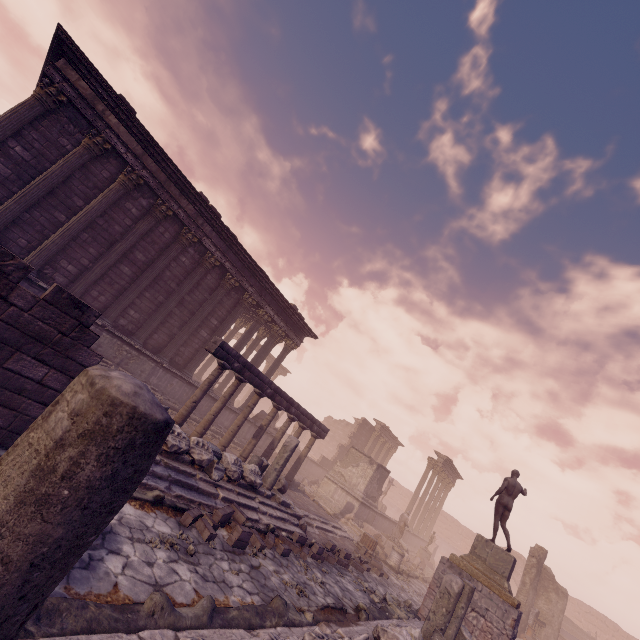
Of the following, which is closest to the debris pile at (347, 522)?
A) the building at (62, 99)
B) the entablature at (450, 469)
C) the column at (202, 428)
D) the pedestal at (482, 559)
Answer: the building at (62, 99)

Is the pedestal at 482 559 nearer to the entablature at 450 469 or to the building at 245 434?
the building at 245 434

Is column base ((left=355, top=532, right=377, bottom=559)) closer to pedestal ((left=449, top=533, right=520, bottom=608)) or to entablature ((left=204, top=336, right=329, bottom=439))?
pedestal ((left=449, top=533, right=520, bottom=608))

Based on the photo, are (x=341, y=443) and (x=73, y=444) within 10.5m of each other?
no

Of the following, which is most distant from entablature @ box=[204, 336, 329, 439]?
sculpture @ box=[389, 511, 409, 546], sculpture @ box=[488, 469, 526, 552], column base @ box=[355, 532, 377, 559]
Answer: sculpture @ box=[389, 511, 409, 546]

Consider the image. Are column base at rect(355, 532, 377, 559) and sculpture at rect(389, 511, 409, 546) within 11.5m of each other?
yes

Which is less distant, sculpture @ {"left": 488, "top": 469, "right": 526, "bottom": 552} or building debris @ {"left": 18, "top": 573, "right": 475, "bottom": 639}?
building debris @ {"left": 18, "top": 573, "right": 475, "bottom": 639}

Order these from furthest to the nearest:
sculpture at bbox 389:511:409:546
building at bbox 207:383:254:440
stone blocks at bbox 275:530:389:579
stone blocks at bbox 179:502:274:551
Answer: sculpture at bbox 389:511:409:546 → building at bbox 207:383:254:440 → stone blocks at bbox 275:530:389:579 → stone blocks at bbox 179:502:274:551
